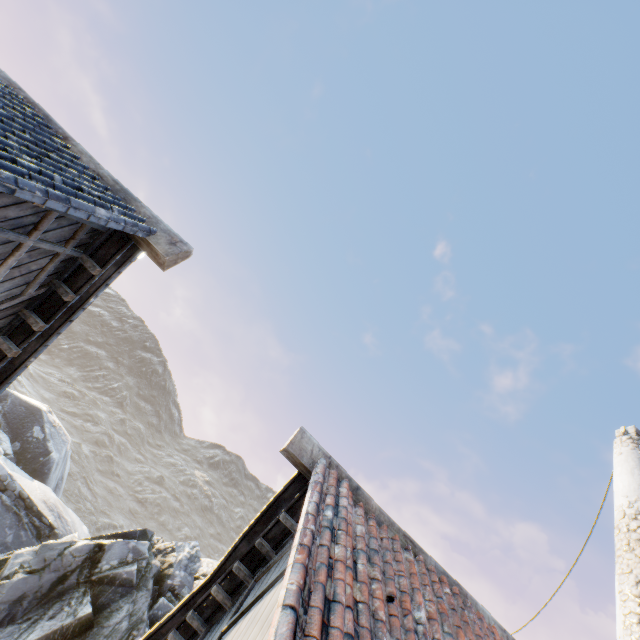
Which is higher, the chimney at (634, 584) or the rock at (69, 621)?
the chimney at (634, 584)

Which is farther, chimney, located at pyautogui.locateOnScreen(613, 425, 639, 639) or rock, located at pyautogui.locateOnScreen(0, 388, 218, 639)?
rock, located at pyautogui.locateOnScreen(0, 388, 218, 639)

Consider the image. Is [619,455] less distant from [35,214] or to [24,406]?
[35,214]

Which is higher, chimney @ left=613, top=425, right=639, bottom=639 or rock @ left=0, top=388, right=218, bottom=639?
chimney @ left=613, top=425, right=639, bottom=639

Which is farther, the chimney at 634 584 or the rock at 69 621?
the rock at 69 621
